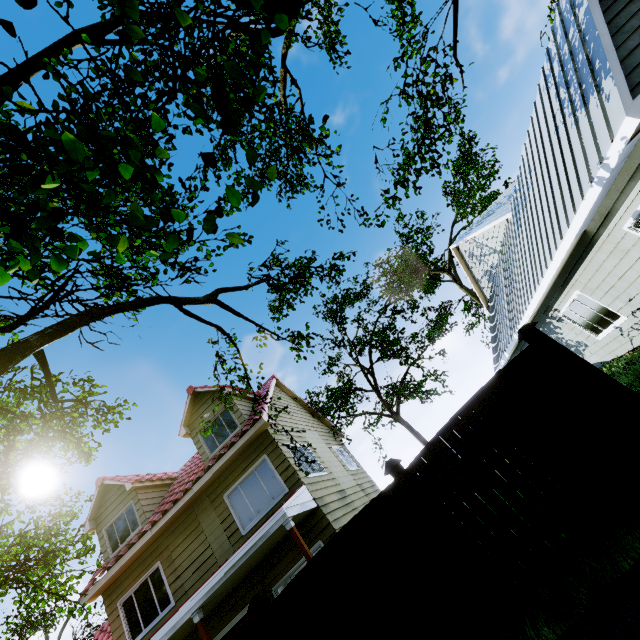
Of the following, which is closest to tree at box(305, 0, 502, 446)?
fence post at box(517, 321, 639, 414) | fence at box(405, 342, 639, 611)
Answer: fence at box(405, 342, 639, 611)

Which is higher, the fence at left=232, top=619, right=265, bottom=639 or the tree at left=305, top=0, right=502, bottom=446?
the tree at left=305, top=0, right=502, bottom=446

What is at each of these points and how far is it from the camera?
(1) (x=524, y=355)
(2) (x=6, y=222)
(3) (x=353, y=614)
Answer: (1) fence, 4.6m
(2) tree, 4.5m
(3) fence, 4.3m

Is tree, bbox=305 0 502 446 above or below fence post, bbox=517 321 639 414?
above

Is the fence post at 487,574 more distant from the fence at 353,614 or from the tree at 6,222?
the tree at 6,222

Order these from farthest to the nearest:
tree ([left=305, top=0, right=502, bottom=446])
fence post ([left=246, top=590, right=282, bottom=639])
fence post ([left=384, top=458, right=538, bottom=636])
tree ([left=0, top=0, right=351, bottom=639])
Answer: tree ([left=305, top=0, right=502, bottom=446])
fence post ([left=246, top=590, right=282, bottom=639])
fence post ([left=384, top=458, right=538, bottom=636])
tree ([left=0, top=0, right=351, bottom=639])
